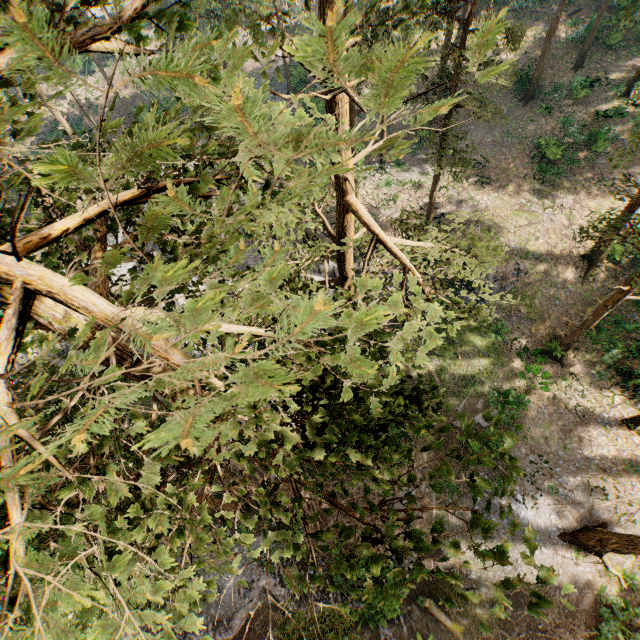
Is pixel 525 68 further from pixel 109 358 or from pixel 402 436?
pixel 109 358

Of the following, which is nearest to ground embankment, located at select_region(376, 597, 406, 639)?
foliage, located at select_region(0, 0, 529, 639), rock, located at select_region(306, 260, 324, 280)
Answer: foliage, located at select_region(0, 0, 529, 639)

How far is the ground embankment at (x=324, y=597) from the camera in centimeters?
1984cm

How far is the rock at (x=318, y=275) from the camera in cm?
2671

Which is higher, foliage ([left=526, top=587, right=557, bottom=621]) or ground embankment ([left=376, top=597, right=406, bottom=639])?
foliage ([left=526, top=587, right=557, bottom=621])
